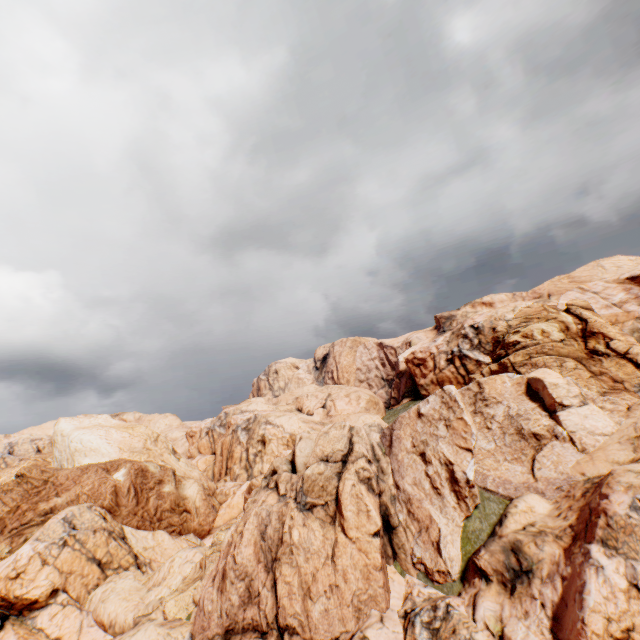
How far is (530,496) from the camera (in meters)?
14.17
